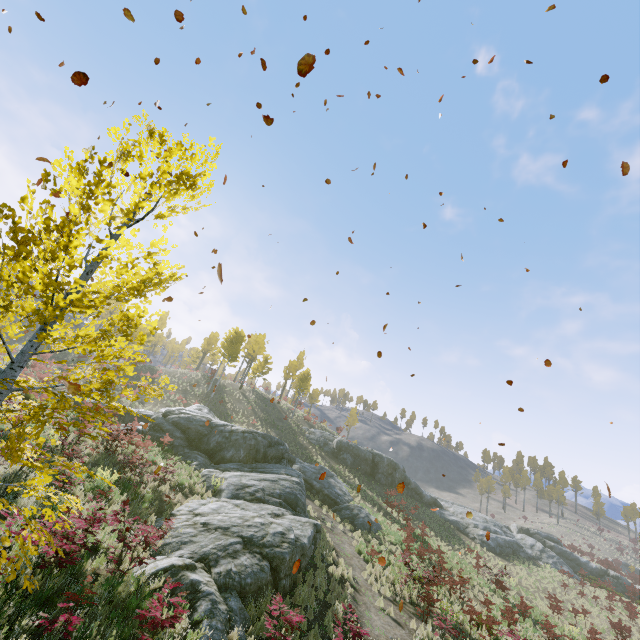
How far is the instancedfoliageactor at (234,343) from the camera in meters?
39.3

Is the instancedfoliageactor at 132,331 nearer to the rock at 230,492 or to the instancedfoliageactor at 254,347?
the rock at 230,492

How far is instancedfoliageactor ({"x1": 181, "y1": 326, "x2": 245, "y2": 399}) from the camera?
39.34m

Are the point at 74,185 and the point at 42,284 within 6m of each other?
yes

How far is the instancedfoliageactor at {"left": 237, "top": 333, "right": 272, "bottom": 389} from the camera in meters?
49.2 m

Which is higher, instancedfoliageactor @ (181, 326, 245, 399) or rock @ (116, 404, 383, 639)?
instancedfoliageactor @ (181, 326, 245, 399)

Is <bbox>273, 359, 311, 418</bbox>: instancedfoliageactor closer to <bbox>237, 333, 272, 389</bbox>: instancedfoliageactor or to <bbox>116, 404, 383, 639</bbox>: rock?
<bbox>116, 404, 383, 639</bbox>: rock
